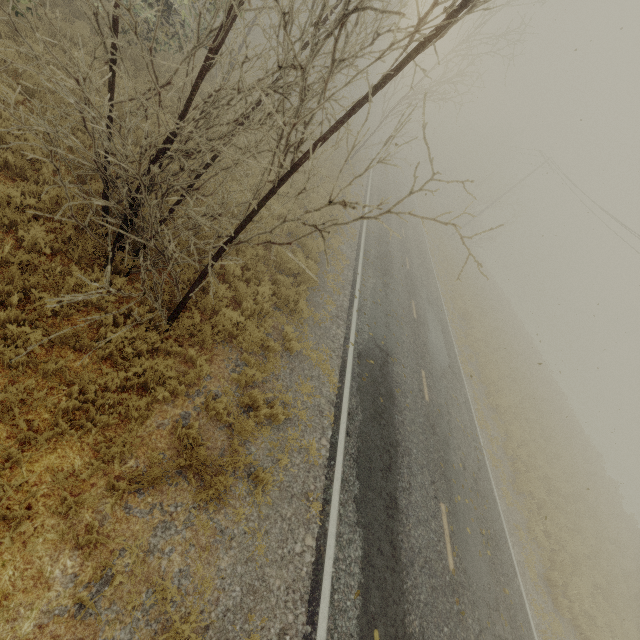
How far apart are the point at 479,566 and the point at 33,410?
10.28m
